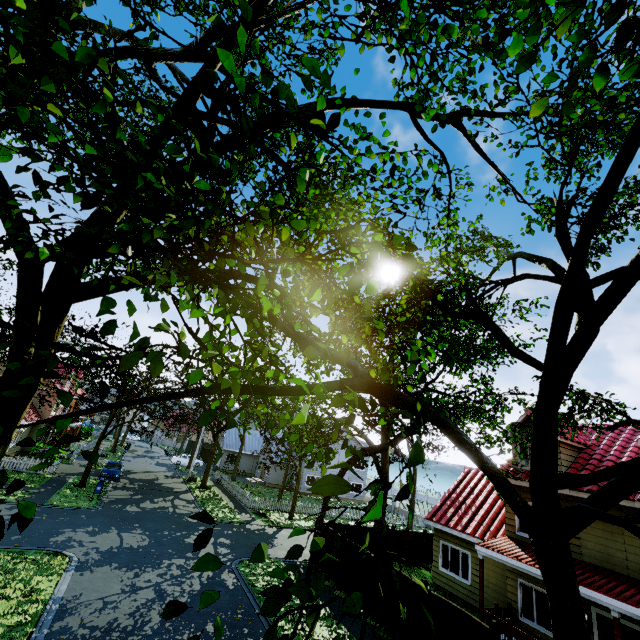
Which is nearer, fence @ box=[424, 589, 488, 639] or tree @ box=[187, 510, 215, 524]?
tree @ box=[187, 510, 215, 524]

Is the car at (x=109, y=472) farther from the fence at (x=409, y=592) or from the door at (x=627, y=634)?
the door at (x=627, y=634)

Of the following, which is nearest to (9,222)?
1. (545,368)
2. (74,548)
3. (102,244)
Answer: (102,244)

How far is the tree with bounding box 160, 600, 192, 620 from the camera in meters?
1.7 m

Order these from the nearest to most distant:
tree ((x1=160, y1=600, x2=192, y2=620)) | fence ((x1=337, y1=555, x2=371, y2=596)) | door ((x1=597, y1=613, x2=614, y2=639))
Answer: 1. tree ((x1=160, y1=600, x2=192, y2=620))
2. door ((x1=597, y1=613, x2=614, y2=639))
3. fence ((x1=337, y1=555, x2=371, y2=596))

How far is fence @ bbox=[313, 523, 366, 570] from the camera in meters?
15.7

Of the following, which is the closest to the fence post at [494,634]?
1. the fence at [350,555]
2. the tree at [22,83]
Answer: the fence at [350,555]
